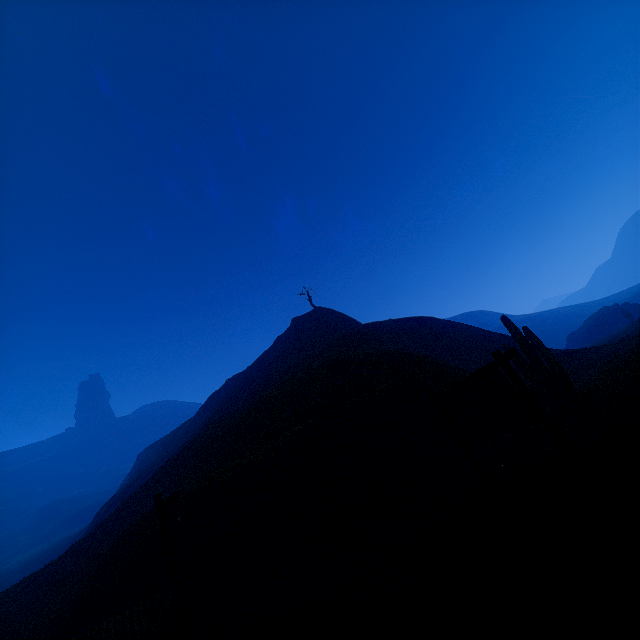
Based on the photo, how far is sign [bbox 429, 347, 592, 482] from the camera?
5.38m

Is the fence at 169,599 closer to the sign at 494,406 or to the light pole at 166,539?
the light pole at 166,539

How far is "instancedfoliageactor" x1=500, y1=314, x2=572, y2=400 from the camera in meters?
12.8

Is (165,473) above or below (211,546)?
above

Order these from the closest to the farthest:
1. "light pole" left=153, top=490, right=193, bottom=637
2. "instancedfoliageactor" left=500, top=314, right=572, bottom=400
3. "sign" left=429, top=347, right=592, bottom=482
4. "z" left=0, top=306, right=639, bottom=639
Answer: "z" left=0, top=306, right=639, bottom=639 → "sign" left=429, top=347, right=592, bottom=482 → "light pole" left=153, top=490, right=193, bottom=637 → "instancedfoliageactor" left=500, top=314, right=572, bottom=400

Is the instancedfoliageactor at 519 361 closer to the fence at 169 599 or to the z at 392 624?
the z at 392 624

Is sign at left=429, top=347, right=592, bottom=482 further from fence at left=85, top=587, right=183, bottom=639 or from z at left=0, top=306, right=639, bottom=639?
fence at left=85, top=587, right=183, bottom=639

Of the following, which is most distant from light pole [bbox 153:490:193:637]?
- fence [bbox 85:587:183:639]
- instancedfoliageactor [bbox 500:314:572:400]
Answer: instancedfoliageactor [bbox 500:314:572:400]
